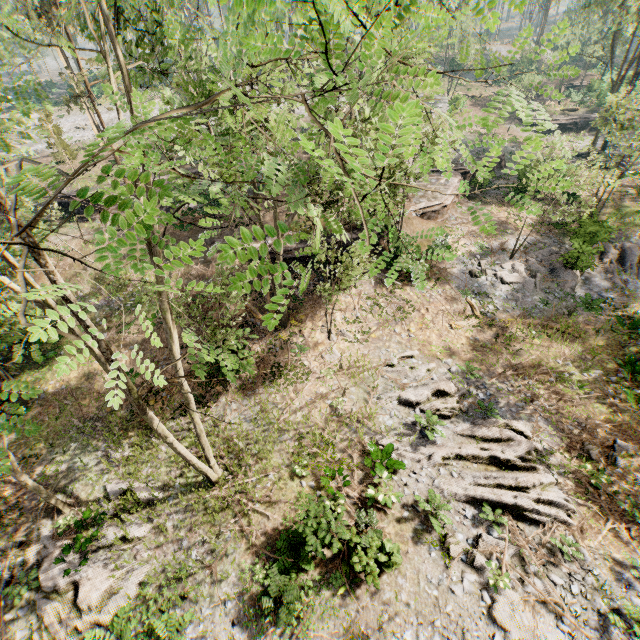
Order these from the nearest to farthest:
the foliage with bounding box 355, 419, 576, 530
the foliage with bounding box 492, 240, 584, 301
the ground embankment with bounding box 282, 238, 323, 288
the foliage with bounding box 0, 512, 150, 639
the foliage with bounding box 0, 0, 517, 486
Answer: the foliage with bounding box 0, 0, 517, 486, the foliage with bounding box 0, 512, 150, 639, the foliage with bounding box 355, 419, 576, 530, the foliage with bounding box 492, 240, 584, 301, the ground embankment with bounding box 282, 238, 323, 288

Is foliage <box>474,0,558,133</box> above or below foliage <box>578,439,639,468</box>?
above

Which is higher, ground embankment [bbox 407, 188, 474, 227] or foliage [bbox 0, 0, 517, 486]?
foliage [bbox 0, 0, 517, 486]

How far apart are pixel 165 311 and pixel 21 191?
3.7 meters

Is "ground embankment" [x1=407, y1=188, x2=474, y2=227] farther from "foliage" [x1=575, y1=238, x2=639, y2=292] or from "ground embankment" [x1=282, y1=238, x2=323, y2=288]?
"ground embankment" [x1=282, y1=238, x2=323, y2=288]

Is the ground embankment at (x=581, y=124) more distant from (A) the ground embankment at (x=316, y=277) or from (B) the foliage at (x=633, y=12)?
(A) the ground embankment at (x=316, y=277)

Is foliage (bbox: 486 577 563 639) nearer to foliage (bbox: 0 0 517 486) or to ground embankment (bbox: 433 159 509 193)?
foliage (bbox: 0 0 517 486)

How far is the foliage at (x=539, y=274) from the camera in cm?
1998
